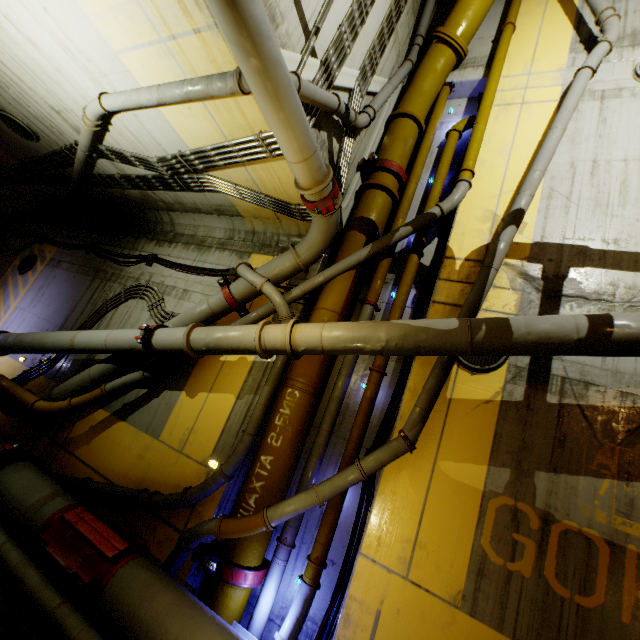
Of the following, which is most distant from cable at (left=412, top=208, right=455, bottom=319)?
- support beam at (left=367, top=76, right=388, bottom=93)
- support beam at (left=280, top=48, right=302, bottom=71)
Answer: support beam at (left=280, top=48, right=302, bottom=71)

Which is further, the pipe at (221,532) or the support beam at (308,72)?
the support beam at (308,72)

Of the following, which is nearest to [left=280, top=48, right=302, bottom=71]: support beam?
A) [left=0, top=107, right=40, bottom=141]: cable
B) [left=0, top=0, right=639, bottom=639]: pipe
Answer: [left=0, top=0, right=639, bottom=639]: pipe

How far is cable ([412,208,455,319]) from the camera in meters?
6.1

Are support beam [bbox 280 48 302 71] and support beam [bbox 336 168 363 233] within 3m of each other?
yes

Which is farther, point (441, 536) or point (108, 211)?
point (108, 211)

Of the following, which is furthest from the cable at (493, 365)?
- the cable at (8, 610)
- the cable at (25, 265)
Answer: the cable at (8, 610)
